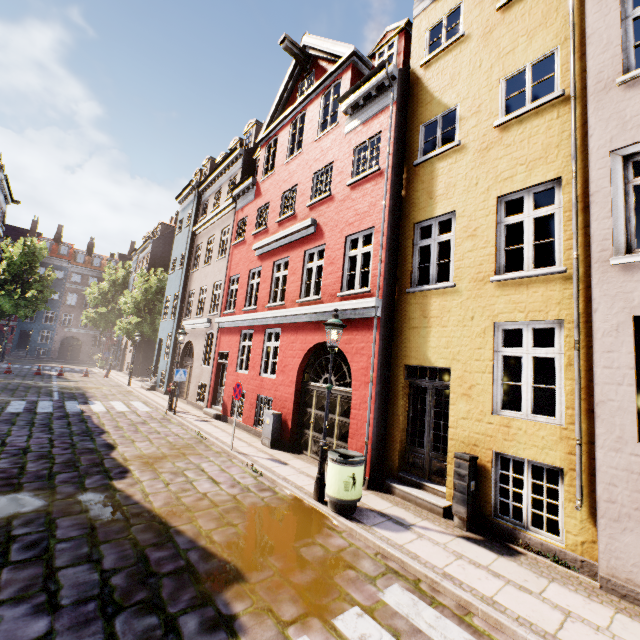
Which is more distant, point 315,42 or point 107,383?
point 107,383

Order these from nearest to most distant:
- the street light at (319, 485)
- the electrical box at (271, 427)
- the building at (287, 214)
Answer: the building at (287, 214)
the street light at (319, 485)
the electrical box at (271, 427)

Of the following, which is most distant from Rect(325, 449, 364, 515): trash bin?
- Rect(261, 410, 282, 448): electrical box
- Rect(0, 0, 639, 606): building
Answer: Rect(261, 410, 282, 448): electrical box

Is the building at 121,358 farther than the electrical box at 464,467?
Yes

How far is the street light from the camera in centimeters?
638cm

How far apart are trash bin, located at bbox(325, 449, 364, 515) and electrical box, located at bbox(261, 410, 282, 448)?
3.91m

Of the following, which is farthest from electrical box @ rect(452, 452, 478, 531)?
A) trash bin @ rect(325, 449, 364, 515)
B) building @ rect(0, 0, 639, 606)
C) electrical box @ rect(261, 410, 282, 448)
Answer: electrical box @ rect(261, 410, 282, 448)

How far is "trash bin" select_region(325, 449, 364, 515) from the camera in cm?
584
